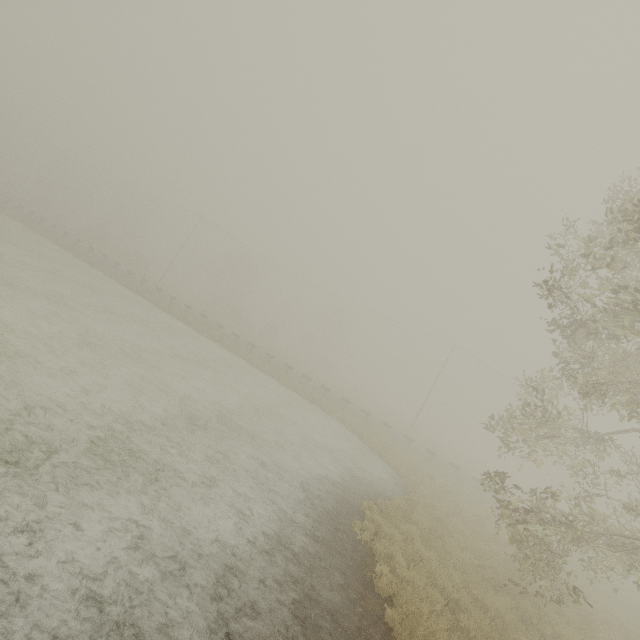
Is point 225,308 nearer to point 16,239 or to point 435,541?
point 16,239
